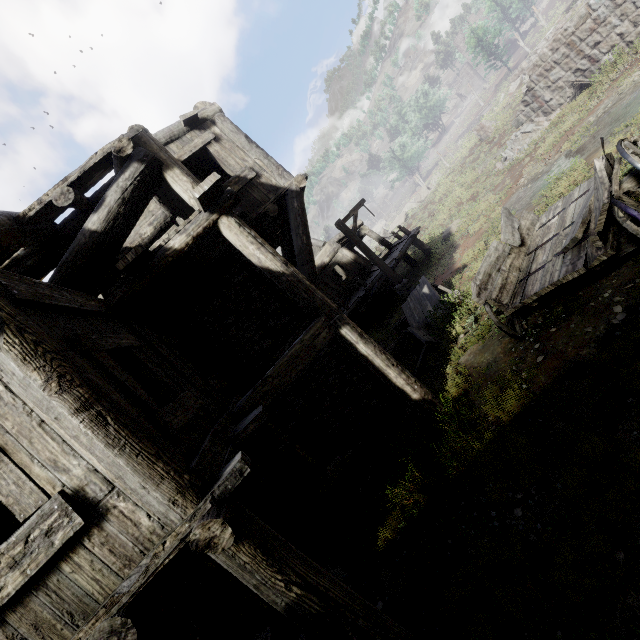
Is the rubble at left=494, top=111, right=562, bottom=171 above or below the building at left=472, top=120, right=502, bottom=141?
below

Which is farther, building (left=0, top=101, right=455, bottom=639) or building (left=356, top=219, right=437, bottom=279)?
building (left=356, top=219, right=437, bottom=279)

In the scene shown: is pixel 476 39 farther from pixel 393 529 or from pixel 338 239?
pixel 393 529

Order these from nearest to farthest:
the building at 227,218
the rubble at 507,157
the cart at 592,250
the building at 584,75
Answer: the building at 227,218 < the cart at 592,250 < the building at 584,75 < the rubble at 507,157

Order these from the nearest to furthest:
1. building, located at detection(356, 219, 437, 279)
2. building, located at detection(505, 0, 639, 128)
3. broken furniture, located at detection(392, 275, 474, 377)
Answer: broken furniture, located at detection(392, 275, 474, 377), building, located at detection(505, 0, 639, 128), building, located at detection(356, 219, 437, 279)

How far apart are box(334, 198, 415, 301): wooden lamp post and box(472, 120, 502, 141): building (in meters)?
16.88

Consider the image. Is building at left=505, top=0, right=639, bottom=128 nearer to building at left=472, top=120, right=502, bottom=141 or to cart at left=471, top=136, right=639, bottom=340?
building at left=472, top=120, right=502, bottom=141

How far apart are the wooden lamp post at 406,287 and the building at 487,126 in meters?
16.9 m
